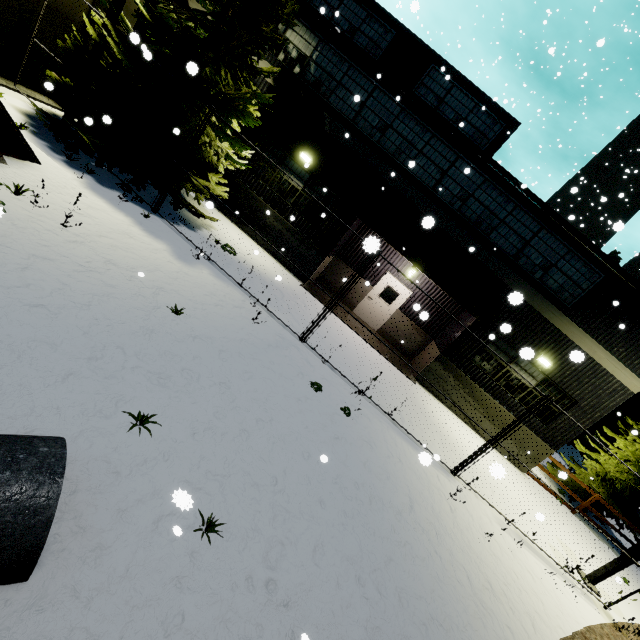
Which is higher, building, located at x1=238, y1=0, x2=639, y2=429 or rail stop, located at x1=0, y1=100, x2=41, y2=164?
building, located at x1=238, y1=0, x2=639, y2=429

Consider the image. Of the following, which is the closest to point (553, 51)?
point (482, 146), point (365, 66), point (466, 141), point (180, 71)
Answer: point (466, 141)

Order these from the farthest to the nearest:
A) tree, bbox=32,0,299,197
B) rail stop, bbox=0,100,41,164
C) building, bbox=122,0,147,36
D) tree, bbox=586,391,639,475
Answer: tree, bbox=586,391,639,475 → building, bbox=122,0,147,36 → tree, bbox=32,0,299,197 → rail stop, bbox=0,100,41,164

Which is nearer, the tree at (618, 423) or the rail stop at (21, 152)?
the rail stop at (21, 152)

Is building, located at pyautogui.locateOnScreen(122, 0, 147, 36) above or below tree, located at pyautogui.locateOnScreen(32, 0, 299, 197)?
above

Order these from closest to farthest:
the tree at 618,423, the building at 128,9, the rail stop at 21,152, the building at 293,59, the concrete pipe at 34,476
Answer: the concrete pipe at 34,476, the rail stop at 21,152, the building at 128,9, the building at 293,59, the tree at 618,423

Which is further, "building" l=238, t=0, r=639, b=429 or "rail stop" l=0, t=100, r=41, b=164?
"building" l=238, t=0, r=639, b=429

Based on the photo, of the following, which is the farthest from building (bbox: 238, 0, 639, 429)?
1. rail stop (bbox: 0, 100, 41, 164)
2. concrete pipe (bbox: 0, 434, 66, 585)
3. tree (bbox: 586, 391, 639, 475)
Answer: tree (bbox: 586, 391, 639, 475)
